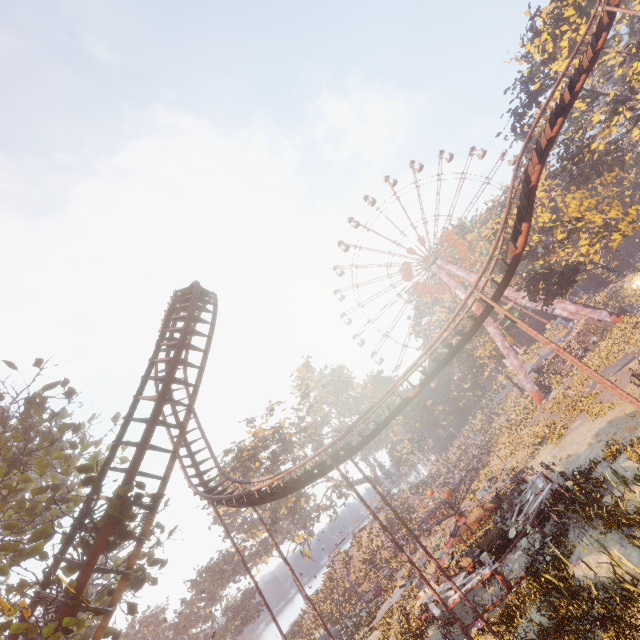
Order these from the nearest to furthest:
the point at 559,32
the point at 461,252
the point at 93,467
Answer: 1. the point at 93,467
2. the point at 559,32
3. the point at 461,252

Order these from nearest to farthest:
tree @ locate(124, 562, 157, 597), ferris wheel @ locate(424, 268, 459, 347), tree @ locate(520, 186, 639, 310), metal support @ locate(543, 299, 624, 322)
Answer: tree @ locate(124, 562, 157, 597), tree @ locate(520, 186, 639, 310), metal support @ locate(543, 299, 624, 322), ferris wheel @ locate(424, 268, 459, 347)

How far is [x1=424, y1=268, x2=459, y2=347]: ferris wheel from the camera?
57.67m

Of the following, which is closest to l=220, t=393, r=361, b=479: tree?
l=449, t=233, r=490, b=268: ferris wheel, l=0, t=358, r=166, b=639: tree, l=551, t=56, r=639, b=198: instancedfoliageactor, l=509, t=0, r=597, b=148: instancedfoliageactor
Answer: l=449, t=233, r=490, b=268: ferris wheel

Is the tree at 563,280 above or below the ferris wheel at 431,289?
below

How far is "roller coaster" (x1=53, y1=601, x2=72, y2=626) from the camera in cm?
884

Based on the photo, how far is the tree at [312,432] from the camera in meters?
43.6

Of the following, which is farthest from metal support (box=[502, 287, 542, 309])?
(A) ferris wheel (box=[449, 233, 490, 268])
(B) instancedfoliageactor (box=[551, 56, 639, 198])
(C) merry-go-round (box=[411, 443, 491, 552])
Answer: (C) merry-go-round (box=[411, 443, 491, 552])
